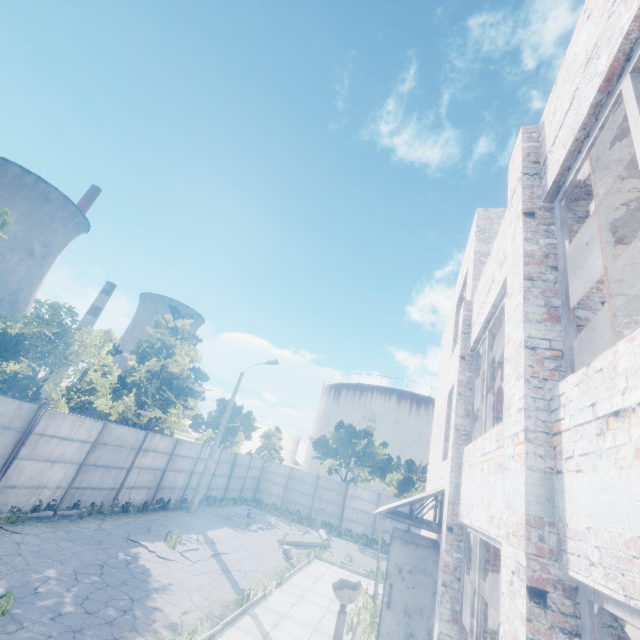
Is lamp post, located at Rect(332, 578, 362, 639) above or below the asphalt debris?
above

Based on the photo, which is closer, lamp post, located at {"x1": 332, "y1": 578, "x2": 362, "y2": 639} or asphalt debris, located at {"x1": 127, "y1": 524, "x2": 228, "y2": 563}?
lamp post, located at {"x1": 332, "y1": 578, "x2": 362, "y2": 639}

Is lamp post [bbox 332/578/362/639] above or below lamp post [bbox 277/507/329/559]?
above

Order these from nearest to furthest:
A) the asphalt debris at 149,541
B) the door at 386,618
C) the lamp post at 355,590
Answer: the lamp post at 355,590, the door at 386,618, the asphalt debris at 149,541

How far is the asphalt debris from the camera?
12.04m

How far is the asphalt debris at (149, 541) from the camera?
12.0 meters

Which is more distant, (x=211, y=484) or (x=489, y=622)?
(x=211, y=484)

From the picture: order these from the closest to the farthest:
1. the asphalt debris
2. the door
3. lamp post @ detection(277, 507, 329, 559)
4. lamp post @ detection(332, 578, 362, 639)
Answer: lamp post @ detection(332, 578, 362, 639)
the door
the asphalt debris
lamp post @ detection(277, 507, 329, 559)
